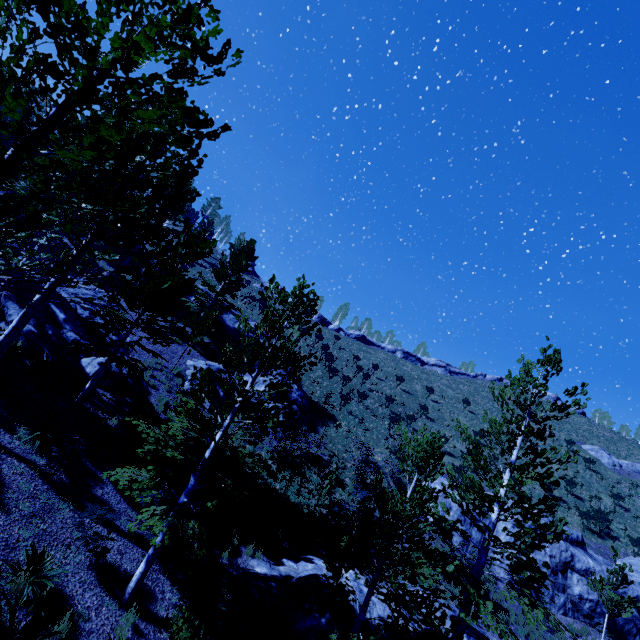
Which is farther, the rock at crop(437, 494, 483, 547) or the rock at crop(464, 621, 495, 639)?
the rock at crop(437, 494, 483, 547)

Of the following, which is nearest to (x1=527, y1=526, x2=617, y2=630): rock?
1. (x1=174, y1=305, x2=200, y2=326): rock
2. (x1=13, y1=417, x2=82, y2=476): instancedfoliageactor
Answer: (x1=174, y1=305, x2=200, y2=326): rock

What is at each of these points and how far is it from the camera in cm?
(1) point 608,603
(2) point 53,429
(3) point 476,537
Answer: (1) instancedfoliageactor, 1553
(2) instancedfoliageactor, 1024
(3) rock, 1970

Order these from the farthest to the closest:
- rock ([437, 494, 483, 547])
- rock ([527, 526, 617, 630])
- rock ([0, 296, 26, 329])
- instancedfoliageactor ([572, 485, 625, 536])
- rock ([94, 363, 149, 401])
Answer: instancedfoliageactor ([572, 485, 625, 536]), rock ([437, 494, 483, 547]), rock ([527, 526, 617, 630]), rock ([94, 363, 149, 401]), rock ([0, 296, 26, 329])

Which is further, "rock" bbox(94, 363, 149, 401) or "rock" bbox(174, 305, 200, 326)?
"rock" bbox(174, 305, 200, 326)

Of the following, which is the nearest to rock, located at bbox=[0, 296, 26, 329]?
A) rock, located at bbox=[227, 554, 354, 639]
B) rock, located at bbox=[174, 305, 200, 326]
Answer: rock, located at bbox=[174, 305, 200, 326]

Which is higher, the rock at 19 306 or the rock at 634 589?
the rock at 634 589

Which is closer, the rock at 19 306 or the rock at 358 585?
the rock at 358 585
